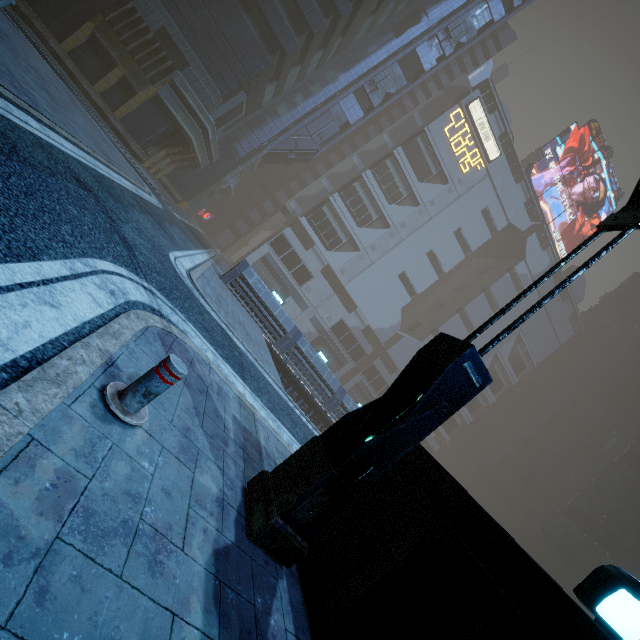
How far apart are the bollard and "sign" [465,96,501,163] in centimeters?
6052cm

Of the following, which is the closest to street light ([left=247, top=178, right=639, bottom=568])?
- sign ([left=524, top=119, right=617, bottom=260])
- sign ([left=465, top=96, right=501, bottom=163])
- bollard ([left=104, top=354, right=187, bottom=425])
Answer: bollard ([left=104, top=354, right=187, bottom=425])

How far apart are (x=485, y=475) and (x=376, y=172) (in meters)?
54.81

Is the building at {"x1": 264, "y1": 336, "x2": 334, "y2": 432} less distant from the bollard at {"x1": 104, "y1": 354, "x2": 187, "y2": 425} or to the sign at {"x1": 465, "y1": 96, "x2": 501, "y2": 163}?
the sign at {"x1": 465, "y1": 96, "x2": 501, "y2": 163}

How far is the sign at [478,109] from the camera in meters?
48.6 m

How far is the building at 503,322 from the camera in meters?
58.8 m

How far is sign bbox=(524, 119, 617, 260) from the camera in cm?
5456

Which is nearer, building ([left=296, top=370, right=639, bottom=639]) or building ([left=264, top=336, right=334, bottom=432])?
building ([left=296, top=370, right=639, bottom=639])
